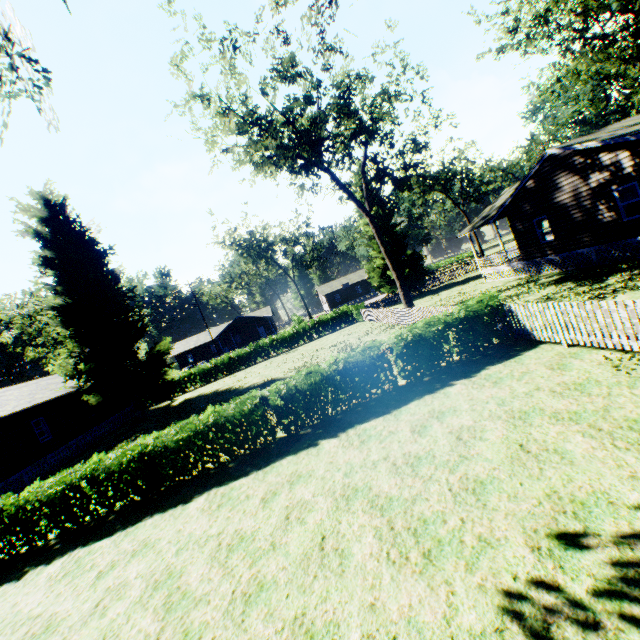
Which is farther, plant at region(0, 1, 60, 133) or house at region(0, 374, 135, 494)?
house at region(0, 374, 135, 494)

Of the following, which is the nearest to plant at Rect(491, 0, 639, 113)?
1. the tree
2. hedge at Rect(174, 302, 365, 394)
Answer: the tree

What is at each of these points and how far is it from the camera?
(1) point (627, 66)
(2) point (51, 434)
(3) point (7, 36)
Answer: (1) plant, 33.66m
(2) house, 21.98m
(3) plant, 8.20m

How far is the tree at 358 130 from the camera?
18.48m

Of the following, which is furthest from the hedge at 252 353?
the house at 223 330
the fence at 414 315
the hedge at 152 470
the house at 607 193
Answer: the house at 223 330

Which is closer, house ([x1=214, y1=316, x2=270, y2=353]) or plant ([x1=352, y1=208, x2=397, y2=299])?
plant ([x1=352, y1=208, x2=397, y2=299])

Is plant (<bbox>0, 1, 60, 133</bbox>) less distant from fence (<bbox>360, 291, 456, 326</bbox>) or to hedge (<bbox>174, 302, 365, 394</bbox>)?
fence (<bbox>360, 291, 456, 326</bbox>)

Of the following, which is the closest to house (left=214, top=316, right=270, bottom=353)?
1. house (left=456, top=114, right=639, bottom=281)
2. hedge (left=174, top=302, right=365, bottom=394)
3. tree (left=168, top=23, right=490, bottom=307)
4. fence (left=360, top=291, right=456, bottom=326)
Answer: hedge (left=174, top=302, right=365, bottom=394)
